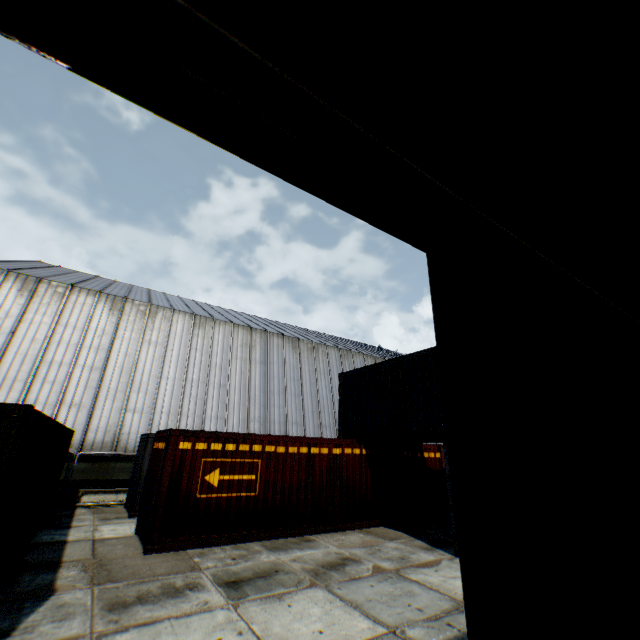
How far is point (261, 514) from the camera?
9.9m

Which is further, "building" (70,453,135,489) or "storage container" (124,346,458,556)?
→ "building" (70,453,135,489)

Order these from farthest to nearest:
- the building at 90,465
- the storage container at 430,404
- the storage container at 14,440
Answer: the building at 90,465 → the storage container at 430,404 → the storage container at 14,440

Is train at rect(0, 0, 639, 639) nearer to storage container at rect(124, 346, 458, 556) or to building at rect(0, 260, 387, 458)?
storage container at rect(124, 346, 458, 556)

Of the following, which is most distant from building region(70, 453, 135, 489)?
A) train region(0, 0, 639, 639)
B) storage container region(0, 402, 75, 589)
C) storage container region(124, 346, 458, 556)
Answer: train region(0, 0, 639, 639)

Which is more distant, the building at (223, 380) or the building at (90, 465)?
the building at (223, 380)

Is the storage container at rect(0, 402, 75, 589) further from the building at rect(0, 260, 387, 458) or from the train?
the train

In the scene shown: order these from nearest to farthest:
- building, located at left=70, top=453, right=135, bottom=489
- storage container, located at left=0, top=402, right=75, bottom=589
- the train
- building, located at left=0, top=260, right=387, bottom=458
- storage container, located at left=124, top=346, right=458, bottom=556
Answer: the train, storage container, located at left=0, top=402, right=75, bottom=589, storage container, located at left=124, top=346, right=458, bottom=556, building, located at left=70, top=453, right=135, bottom=489, building, located at left=0, top=260, right=387, bottom=458
